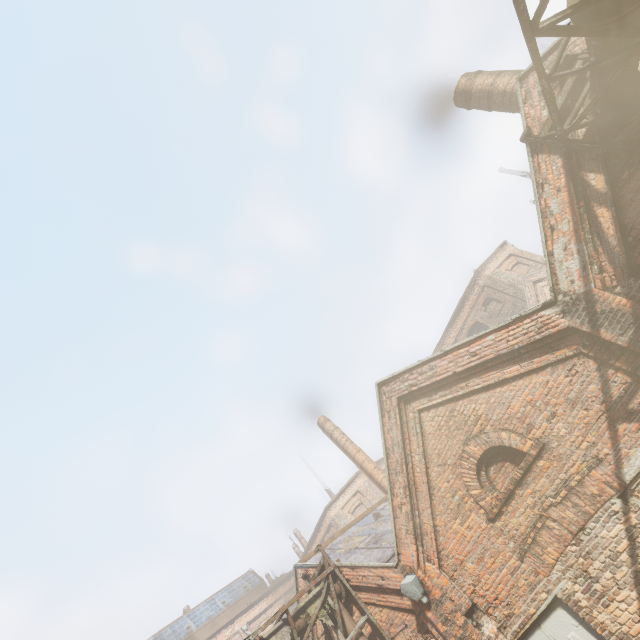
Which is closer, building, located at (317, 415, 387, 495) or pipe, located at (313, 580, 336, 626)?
pipe, located at (313, 580, 336, 626)

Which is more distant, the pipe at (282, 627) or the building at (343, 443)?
the building at (343, 443)

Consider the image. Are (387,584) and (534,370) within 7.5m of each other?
yes

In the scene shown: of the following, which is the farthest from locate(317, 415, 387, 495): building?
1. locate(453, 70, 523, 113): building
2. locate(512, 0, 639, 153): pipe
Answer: locate(453, 70, 523, 113): building

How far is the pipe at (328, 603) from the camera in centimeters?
796cm

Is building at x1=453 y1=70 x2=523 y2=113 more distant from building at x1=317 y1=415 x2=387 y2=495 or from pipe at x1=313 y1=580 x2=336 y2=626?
building at x1=317 y1=415 x2=387 y2=495

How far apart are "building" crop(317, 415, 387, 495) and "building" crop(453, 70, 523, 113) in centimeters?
1502cm
